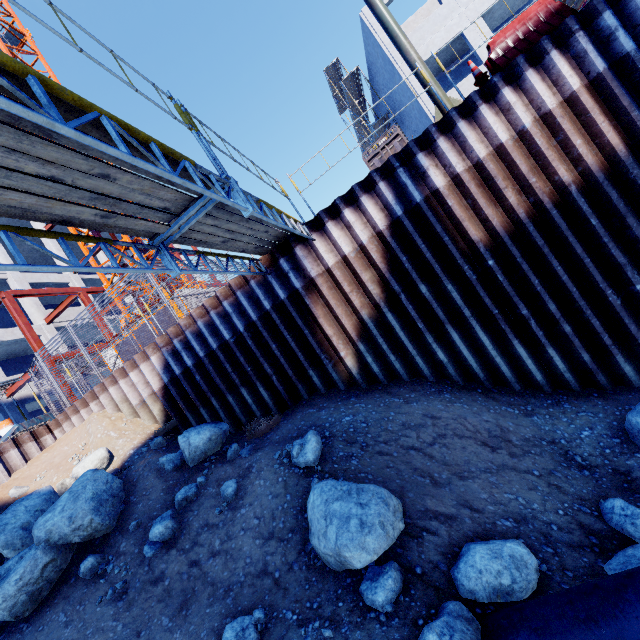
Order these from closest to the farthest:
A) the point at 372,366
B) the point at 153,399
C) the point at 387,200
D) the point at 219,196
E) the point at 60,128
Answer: the point at 60,128
the point at 219,196
the point at 387,200
the point at 372,366
the point at 153,399

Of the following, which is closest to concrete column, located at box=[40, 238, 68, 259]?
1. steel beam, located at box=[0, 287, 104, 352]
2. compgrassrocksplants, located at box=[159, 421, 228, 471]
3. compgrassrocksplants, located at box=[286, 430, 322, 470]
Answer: steel beam, located at box=[0, 287, 104, 352]

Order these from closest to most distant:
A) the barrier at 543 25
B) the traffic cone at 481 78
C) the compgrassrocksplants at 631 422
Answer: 1. the compgrassrocksplants at 631 422
2. the barrier at 543 25
3. the traffic cone at 481 78

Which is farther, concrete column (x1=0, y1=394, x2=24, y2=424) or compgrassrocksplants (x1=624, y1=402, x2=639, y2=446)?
concrete column (x1=0, y1=394, x2=24, y2=424)

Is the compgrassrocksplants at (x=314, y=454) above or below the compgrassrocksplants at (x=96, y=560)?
below

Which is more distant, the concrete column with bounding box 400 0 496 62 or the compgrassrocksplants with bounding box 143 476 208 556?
the concrete column with bounding box 400 0 496 62

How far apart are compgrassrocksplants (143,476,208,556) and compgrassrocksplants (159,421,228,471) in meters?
0.2

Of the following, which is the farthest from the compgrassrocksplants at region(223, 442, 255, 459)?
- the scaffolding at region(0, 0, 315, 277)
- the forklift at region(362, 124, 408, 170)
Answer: the forklift at region(362, 124, 408, 170)
